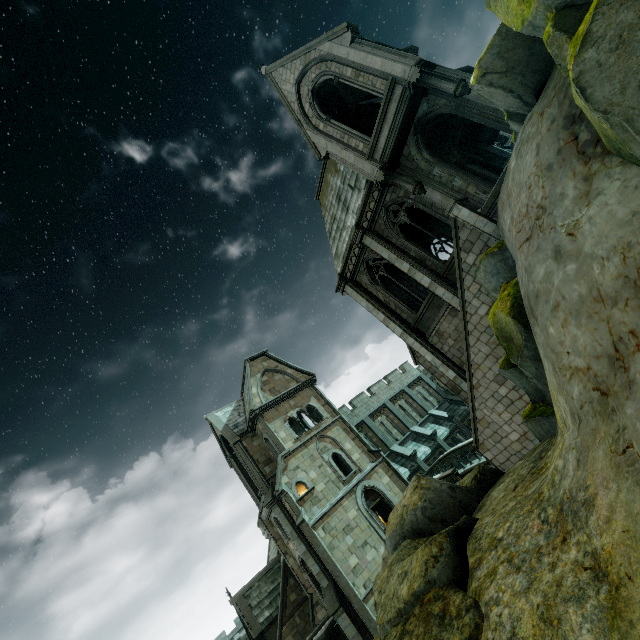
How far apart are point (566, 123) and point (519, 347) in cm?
434

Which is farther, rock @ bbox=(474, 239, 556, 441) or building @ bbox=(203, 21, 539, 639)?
building @ bbox=(203, 21, 539, 639)

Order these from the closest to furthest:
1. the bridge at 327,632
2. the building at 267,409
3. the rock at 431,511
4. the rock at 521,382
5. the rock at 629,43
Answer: the rock at 629,43 → the rock at 431,511 → the rock at 521,382 → the building at 267,409 → the bridge at 327,632

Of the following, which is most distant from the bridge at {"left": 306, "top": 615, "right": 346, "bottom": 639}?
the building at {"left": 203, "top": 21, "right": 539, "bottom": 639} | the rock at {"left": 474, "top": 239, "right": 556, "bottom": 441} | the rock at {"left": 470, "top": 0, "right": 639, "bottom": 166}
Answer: the rock at {"left": 470, "top": 0, "right": 639, "bottom": 166}

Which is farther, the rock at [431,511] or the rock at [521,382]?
the rock at [521,382]

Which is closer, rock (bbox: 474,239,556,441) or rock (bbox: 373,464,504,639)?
rock (bbox: 373,464,504,639)

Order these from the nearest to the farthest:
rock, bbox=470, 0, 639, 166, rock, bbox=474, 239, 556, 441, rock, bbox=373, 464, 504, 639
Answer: rock, bbox=470, 0, 639, 166 < rock, bbox=373, 464, 504, 639 < rock, bbox=474, 239, 556, 441

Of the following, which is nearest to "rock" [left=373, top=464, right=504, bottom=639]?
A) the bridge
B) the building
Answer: the building
